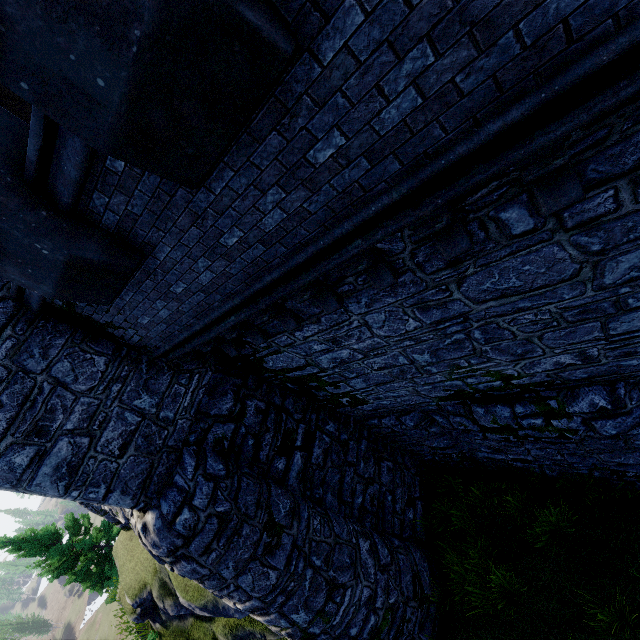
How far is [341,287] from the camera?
4.79m
